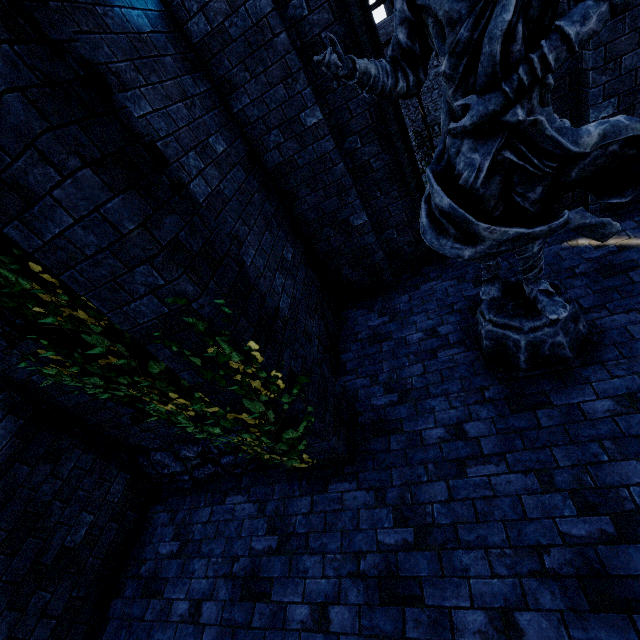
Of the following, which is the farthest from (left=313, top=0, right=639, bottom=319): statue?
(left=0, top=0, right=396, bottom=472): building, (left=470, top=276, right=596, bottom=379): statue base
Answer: (left=0, top=0, right=396, bottom=472): building

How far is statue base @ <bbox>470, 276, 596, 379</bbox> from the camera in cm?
318

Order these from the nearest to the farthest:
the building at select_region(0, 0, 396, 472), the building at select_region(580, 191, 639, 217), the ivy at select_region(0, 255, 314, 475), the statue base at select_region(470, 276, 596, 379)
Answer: the building at select_region(0, 0, 396, 472), the ivy at select_region(0, 255, 314, 475), the statue base at select_region(470, 276, 596, 379), the building at select_region(580, 191, 639, 217)

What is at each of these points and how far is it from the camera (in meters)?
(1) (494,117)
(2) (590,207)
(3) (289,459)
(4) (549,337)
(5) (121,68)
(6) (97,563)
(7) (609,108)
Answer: (1) statue, 2.03
(2) building, 4.48
(3) ivy, 3.55
(4) statue base, 3.16
(5) building, 2.61
(6) building, 3.96
(7) building, 3.70

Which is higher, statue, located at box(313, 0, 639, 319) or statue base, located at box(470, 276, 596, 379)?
statue, located at box(313, 0, 639, 319)

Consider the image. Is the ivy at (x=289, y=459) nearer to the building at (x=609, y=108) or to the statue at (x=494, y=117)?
the building at (x=609, y=108)

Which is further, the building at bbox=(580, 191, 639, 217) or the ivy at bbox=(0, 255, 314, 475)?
the building at bbox=(580, 191, 639, 217)

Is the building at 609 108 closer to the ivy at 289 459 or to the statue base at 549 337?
the ivy at 289 459
